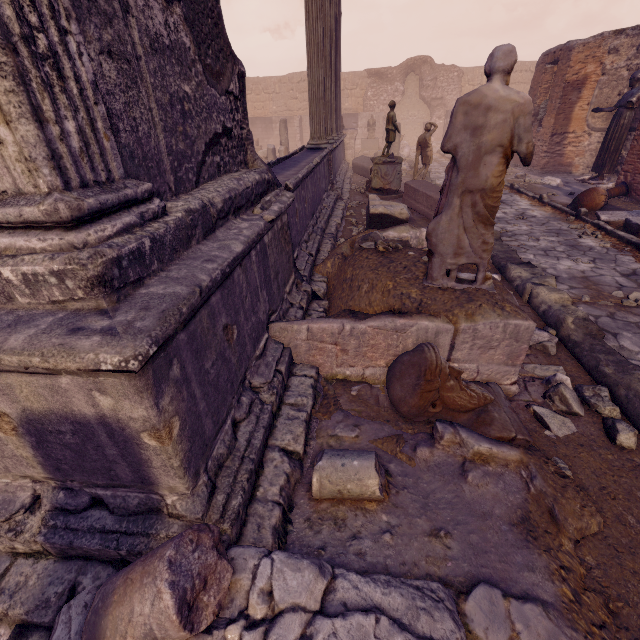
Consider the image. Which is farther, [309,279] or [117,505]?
[309,279]

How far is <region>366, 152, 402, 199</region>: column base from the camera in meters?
9.2 m

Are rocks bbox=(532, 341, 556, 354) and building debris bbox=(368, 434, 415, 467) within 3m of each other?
yes

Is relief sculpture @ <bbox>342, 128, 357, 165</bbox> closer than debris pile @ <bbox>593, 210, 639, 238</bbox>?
No

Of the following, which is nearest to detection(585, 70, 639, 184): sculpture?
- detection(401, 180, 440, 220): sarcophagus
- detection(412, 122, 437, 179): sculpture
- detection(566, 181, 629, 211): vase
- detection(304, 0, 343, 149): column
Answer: detection(566, 181, 629, 211): vase

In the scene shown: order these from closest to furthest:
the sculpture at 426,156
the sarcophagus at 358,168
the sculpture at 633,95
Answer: the sculpture at 633,95
the sculpture at 426,156
the sarcophagus at 358,168

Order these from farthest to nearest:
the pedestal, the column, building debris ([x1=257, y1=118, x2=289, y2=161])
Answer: the pedestal, building debris ([x1=257, y1=118, x2=289, y2=161]), the column

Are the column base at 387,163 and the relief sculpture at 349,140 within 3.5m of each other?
no
